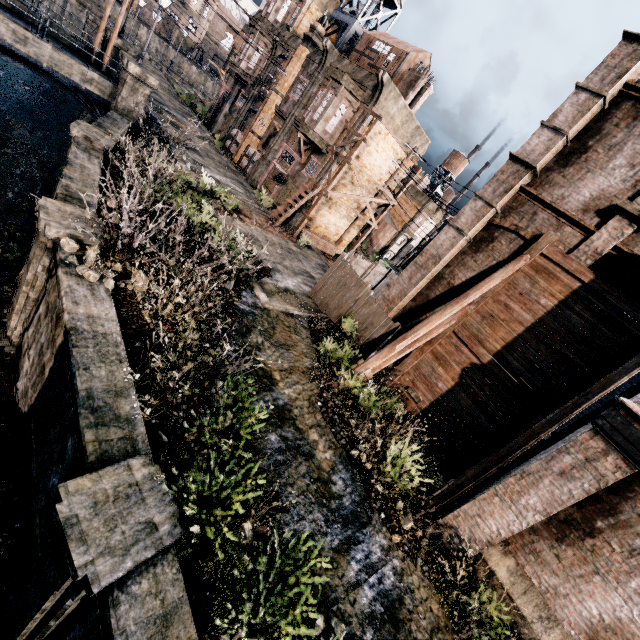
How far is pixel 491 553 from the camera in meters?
9.0

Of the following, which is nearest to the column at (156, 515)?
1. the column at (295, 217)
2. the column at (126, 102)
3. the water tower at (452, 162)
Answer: the column at (295, 217)

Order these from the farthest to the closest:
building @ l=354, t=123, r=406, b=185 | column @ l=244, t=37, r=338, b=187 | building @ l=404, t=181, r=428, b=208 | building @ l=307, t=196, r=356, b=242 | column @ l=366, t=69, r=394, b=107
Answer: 1. building @ l=404, t=181, r=428, b=208
2. building @ l=307, t=196, r=356, b=242
3. column @ l=244, t=37, r=338, b=187
4. building @ l=354, t=123, r=406, b=185
5. column @ l=366, t=69, r=394, b=107

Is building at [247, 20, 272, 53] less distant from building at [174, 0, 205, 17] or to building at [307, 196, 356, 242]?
building at [307, 196, 356, 242]

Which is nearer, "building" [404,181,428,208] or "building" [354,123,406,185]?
"building" [354,123,406,185]

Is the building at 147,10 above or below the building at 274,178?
above

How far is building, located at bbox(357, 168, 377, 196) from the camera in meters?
25.8

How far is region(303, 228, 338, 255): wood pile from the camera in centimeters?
2600cm
